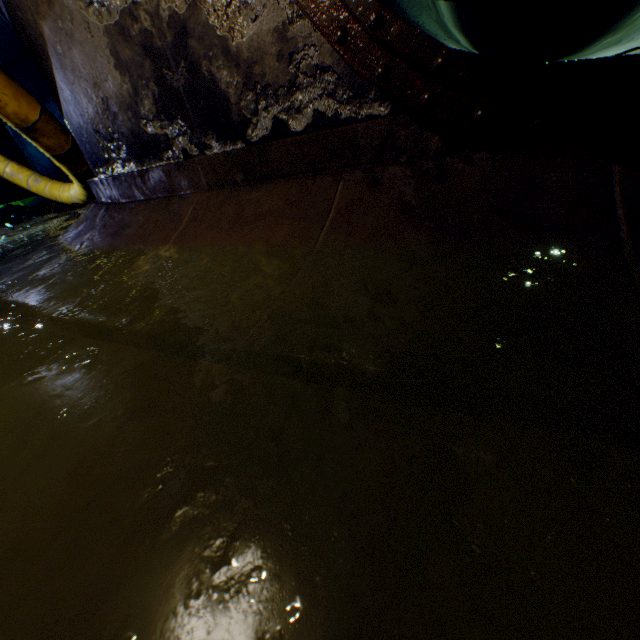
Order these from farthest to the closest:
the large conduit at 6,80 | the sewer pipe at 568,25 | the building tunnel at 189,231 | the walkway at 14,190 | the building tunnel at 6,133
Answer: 1. the walkway at 14,190
2. the building tunnel at 6,133
3. the large conduit at 6,80
4. the sewer pipe at 568,25
5. the building tunnel at 189,231

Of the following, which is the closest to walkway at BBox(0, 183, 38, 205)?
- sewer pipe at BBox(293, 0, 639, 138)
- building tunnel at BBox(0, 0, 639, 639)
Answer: building tunnel at BBox(0, 0, 639, 639)

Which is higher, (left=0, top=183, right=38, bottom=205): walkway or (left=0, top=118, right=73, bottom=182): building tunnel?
(left=0, top=118, right=73, bottom=182): building tunnel

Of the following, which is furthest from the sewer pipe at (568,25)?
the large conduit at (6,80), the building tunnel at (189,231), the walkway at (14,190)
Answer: the large conduit at (6,80)

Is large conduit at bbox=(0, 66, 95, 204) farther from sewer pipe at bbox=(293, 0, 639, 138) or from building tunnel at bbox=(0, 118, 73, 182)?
sewer pipe at bbox=(293, 0, 639, 138)

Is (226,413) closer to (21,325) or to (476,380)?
(476,380)

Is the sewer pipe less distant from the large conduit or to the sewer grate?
the sewer grate

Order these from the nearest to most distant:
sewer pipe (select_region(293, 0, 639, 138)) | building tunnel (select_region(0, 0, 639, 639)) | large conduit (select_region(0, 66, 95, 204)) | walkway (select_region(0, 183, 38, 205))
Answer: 1. building tunnel (select_region(0, 0, 639, 639))
2. sewer pipe (select_region(293, 0, 639, 138))
3. large conduit (select_region(0, 66, 95, 204))
4. walkway (select_region(0, 183, 38, 205))
